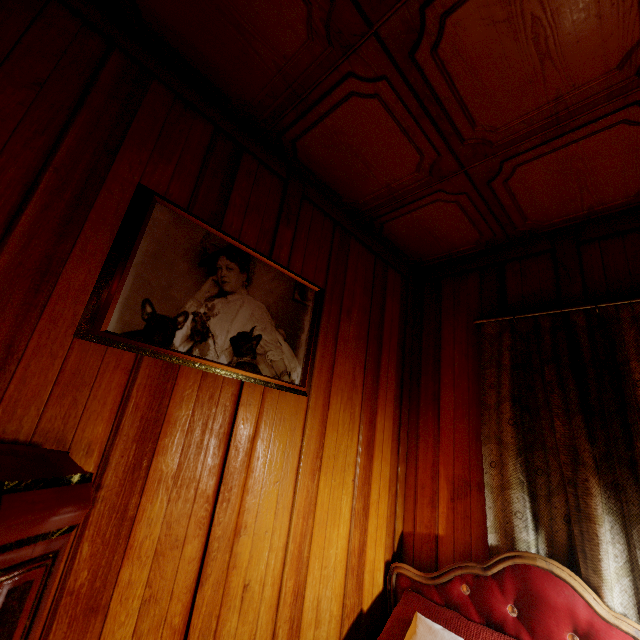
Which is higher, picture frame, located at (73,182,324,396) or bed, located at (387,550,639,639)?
picture frame, located at (73,182,324,396)

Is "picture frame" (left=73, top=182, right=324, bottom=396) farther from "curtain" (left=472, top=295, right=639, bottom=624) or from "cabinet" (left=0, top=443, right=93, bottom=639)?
"curtain" (left=472, top=295, right=639, bottom=624)

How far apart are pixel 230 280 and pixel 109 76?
0.90m

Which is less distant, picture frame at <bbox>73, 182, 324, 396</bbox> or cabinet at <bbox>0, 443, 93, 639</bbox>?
cabinet at <bbox>0, 443, 93, 639</bbox>

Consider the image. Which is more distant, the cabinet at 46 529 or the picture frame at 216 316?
the picture frame at 216 316

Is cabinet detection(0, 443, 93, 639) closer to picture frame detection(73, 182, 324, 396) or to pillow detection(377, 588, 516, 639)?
picture frame detection(73, 182, 324, 396)

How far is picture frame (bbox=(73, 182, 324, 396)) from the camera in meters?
1.2

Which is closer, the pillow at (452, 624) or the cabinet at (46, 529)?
the cabinet at (46, 529)
